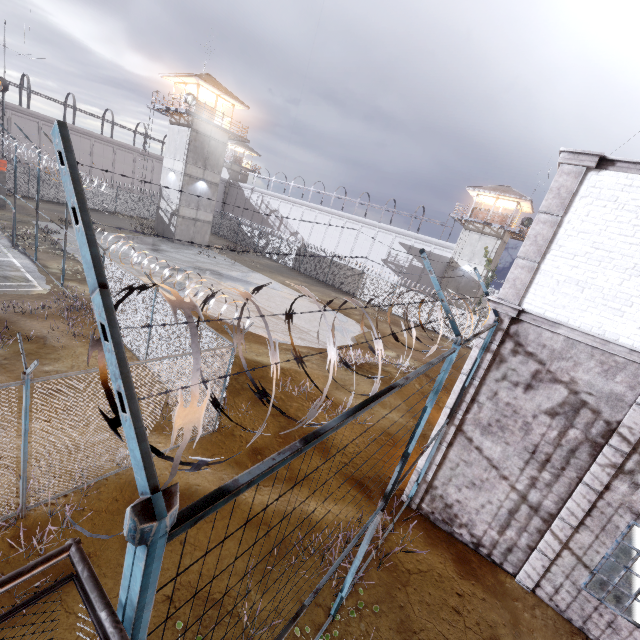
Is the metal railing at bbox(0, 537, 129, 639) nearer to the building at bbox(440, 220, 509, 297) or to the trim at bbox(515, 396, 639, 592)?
the trim at bbox(515, 396, 639, 592)

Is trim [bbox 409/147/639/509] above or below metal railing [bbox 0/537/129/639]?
above

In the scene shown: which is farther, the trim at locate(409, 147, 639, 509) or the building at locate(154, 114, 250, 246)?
the building at locate(154, 114, 250, 246)

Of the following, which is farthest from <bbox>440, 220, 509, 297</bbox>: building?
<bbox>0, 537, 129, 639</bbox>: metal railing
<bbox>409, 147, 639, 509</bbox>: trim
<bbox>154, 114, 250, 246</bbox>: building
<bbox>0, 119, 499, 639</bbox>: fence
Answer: <bbox>0, 537, 129, 639</bbox>: metal railing

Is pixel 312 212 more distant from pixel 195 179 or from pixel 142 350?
pixel 142 350

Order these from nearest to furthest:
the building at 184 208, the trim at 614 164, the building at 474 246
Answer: the trim at 614 164, the building at 184 208, the building at 474 246

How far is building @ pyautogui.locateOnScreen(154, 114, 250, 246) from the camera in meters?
30.6 m

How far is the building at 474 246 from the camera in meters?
32.8
